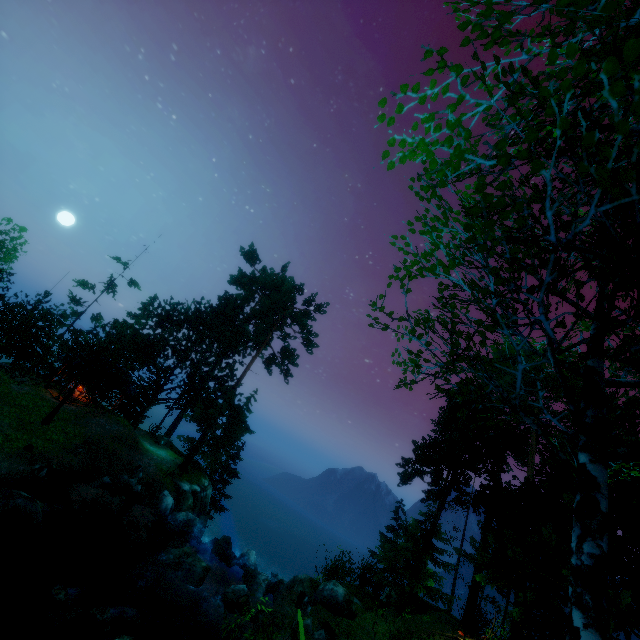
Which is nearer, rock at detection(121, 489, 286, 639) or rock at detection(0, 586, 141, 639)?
rock at detection(0, 586, 141, 639)

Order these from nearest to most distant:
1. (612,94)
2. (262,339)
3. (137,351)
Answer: (612,94) → (137,351) → (262,339)

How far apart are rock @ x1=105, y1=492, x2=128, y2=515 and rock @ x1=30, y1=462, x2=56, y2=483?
3.6m

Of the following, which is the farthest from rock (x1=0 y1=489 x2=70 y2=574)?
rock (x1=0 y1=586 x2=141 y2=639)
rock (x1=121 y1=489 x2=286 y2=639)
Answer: rock (x1=121 y1=489 x2=286 y2=639)

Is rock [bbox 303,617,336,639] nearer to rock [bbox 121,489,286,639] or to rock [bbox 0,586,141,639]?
rock [bbox 121,489,286,639]

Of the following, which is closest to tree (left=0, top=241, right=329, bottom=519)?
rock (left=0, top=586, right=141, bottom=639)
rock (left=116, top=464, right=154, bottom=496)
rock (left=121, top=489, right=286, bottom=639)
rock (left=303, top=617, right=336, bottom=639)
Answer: rock (left=116, top=464, right=154, bottom=496)

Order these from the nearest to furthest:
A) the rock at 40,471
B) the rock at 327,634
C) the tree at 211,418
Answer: the rock at 327,634, the rock at 40,471, the tree at 211,418

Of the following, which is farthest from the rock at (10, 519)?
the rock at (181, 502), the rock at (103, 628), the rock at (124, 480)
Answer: the rock at (124, 480)
